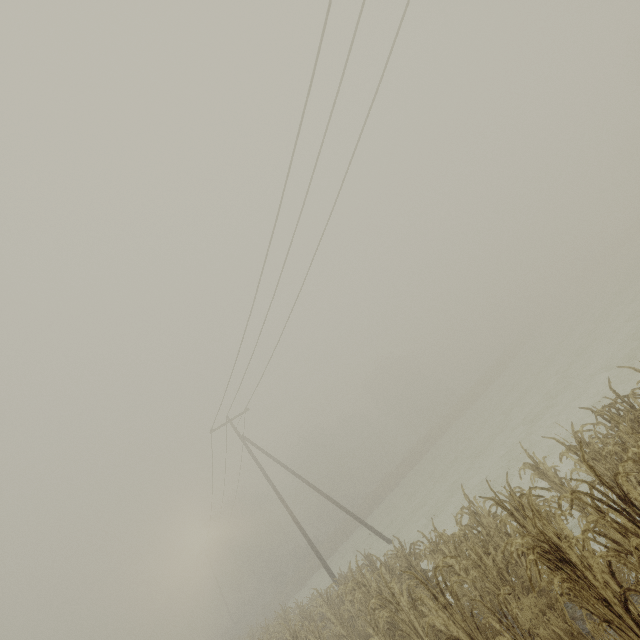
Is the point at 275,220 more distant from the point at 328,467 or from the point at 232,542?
the point at 232,542

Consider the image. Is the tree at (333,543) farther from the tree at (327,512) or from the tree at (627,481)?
the tree at (327,512)

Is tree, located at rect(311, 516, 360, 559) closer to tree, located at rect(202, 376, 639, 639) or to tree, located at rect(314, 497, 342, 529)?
tree, located at rect(202, 376, 639, 639)

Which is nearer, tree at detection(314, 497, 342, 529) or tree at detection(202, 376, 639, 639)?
tree at detection(202, 376, 639, 639)

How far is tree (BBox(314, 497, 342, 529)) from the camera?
54.6m

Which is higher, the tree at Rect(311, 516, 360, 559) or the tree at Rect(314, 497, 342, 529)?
the tree at Rect(314, 497, 342, 529)

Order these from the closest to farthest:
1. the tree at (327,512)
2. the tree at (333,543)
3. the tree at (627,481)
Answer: the tree at (627,481) < the tree at (333,543) < the tree at (327,512)
